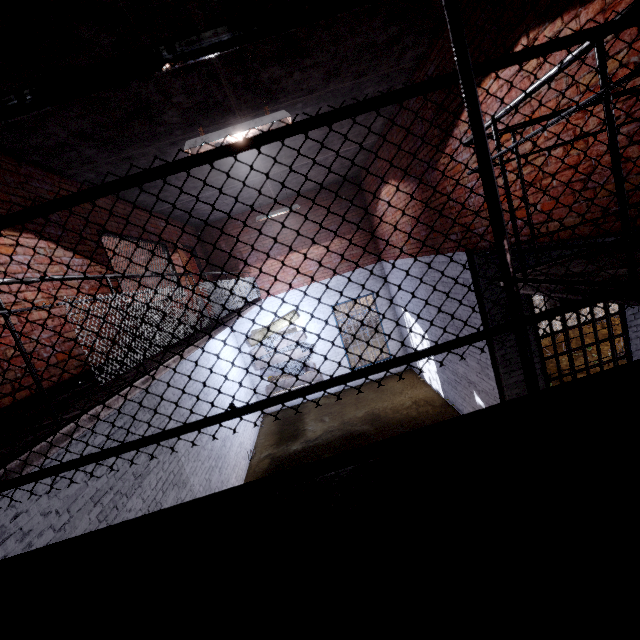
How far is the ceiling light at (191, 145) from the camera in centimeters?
340cm

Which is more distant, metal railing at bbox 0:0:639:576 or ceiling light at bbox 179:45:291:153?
ceiling light at bbox 179:45:291:153

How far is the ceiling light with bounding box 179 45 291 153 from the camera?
3.4 meters

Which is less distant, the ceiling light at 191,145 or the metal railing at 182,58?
the metal railing at 182,58

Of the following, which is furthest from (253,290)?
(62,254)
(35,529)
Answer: (35,529)

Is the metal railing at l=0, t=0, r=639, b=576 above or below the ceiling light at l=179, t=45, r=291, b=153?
below
